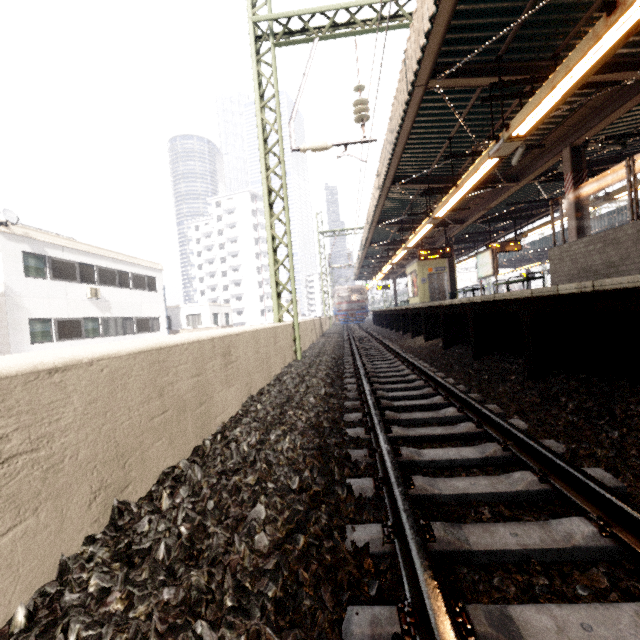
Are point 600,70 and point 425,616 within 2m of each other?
no

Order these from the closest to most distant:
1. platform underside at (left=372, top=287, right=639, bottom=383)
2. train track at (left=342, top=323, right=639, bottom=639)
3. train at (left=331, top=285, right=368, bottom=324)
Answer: train track at (left=342, top=323, right=639, bottom=639) → platform underside at (left=372, top=287, right=639, bottom=383) → train at (left=331, top=285, right=368, bottom=324)

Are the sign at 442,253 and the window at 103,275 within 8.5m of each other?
no

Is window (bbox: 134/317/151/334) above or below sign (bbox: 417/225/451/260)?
below

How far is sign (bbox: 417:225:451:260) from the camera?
15.2 meters

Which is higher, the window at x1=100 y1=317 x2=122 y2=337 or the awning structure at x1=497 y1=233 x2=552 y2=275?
the awning structure at x1=497 y1=233 x2=552 y2=275

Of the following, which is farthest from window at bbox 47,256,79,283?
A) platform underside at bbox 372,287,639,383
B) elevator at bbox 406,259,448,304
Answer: elevator at bbox 406,259,448,304

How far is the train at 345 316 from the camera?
33.1m
